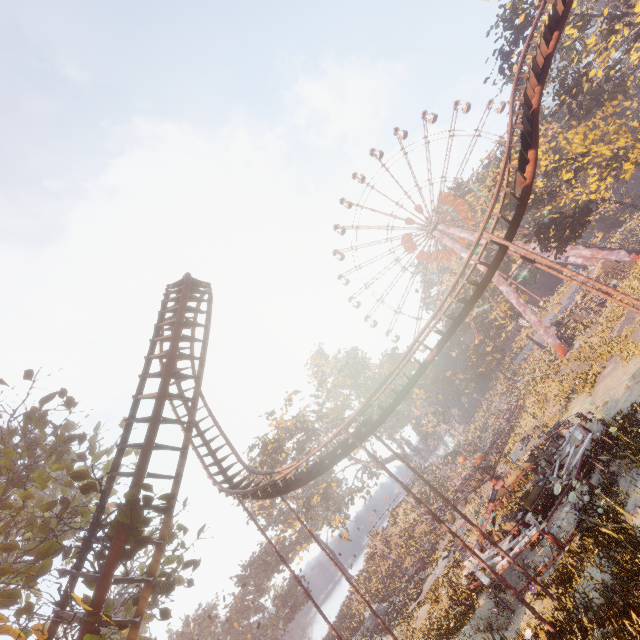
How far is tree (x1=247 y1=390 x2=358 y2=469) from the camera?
43.2m

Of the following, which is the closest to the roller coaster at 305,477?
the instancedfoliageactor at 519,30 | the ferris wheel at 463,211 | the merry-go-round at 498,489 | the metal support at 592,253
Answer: the instancedfoliageactor at 519,30

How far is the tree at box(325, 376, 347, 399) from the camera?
47.2 meters

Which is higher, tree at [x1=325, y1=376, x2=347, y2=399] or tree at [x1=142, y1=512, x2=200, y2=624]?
tree at [x1=325, y1=376, x2=347, y2=399]

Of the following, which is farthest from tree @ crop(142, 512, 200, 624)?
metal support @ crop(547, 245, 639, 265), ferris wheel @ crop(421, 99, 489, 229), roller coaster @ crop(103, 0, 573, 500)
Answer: ferris wheel @ crop(421, 99, 489, 229)

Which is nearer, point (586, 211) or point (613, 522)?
point (613, 522)

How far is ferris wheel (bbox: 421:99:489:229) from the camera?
54.5m

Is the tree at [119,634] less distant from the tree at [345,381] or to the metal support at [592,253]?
the tree at [345,381]
